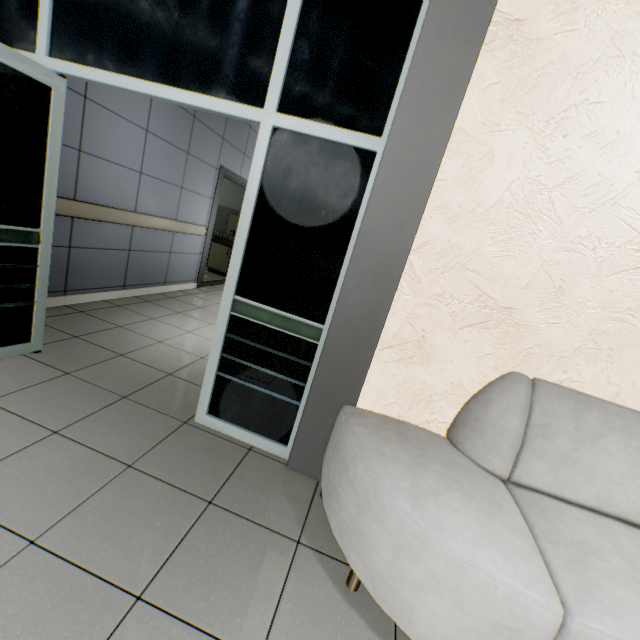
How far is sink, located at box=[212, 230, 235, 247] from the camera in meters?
7.5

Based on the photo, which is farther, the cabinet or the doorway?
the cabinet

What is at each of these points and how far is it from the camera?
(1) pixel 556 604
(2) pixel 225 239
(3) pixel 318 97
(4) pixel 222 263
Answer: (1) sofa, 1.0m
(2) sink, 7.6m
(3) doorway, 1.8m
(4) cabinet, 7.7m

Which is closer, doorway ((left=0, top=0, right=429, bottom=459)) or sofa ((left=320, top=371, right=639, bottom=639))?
sofa ((left=320, top=371, right=639, bottom=639))

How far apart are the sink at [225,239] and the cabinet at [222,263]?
0.0 meters

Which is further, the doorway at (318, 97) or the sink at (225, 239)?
the sink at (225, 239)

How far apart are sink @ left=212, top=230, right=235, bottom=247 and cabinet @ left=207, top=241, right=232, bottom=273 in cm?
3

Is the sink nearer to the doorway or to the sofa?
the doorway
